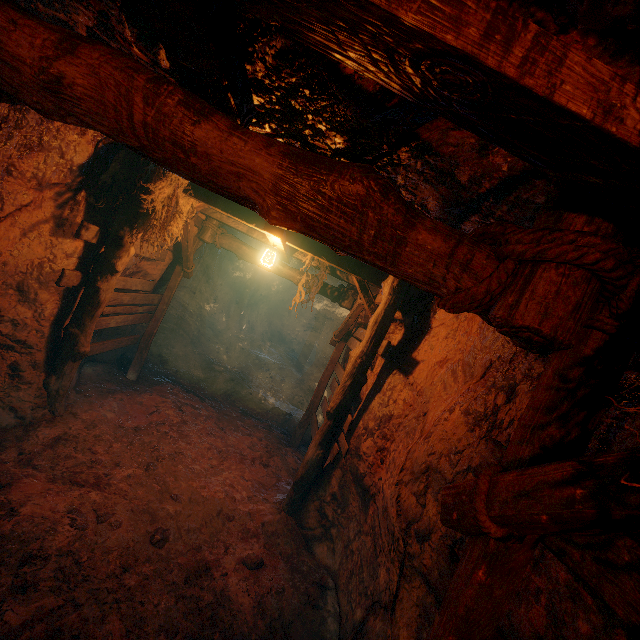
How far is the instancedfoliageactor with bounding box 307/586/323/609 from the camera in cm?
374

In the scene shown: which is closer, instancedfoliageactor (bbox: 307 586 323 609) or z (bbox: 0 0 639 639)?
z (bbox: 0 0 639 639)

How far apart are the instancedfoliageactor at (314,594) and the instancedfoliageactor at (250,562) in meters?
0.7

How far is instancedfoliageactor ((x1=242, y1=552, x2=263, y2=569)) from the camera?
3.9m

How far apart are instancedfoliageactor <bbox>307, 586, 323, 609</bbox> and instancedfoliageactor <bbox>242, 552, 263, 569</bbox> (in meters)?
0.67

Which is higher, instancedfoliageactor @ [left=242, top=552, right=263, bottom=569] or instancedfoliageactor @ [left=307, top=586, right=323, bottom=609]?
instancedfoliageactor @ [left=307, top=586, right=323, bottom=609]

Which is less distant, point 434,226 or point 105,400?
point 434,226

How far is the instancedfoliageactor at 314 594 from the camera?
3.74m
